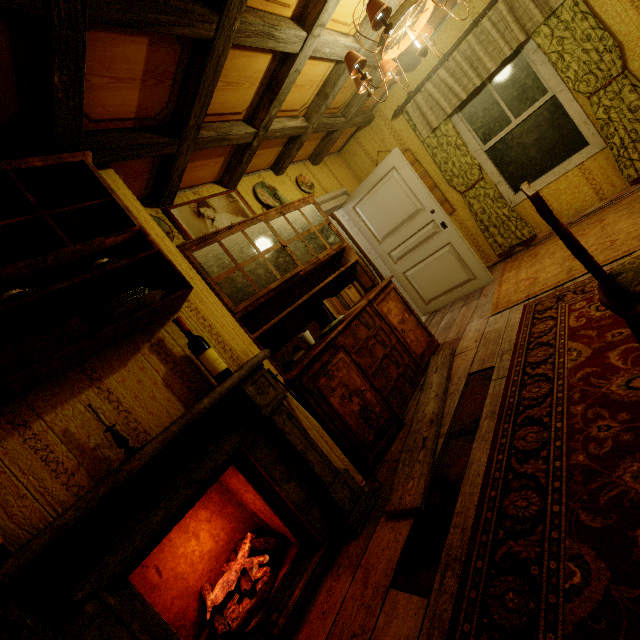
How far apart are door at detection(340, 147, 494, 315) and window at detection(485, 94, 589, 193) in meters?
1.0

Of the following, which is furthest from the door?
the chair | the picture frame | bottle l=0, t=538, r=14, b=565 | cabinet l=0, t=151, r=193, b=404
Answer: bottle l=0, t=538, r=14, b=565

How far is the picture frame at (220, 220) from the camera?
2.95m

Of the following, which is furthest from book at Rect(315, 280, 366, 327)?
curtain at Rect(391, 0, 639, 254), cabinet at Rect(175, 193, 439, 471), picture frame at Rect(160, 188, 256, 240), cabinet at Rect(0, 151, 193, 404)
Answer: curtain at Rect(391, 0, 639, 254)

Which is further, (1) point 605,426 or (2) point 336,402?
(2) point 336,402

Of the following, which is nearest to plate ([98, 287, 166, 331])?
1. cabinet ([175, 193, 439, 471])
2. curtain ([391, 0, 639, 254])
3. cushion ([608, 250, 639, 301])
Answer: cabinet ([175, 193, 439, 471])

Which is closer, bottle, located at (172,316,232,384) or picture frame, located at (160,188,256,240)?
bottle, located at (172,316,232,384)

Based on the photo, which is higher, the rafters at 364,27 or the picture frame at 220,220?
the rafters at 364,27
